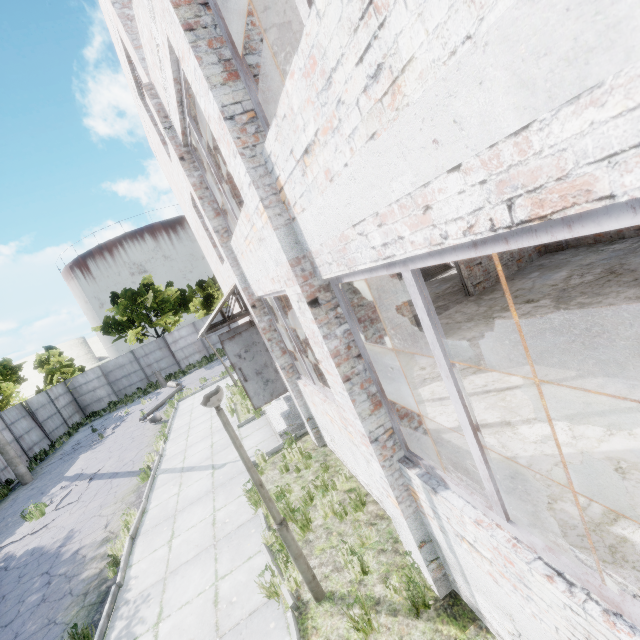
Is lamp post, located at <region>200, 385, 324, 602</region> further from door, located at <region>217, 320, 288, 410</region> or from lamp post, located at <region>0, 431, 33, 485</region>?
lamp post, located at <region>0, 431, 33, 485</region>

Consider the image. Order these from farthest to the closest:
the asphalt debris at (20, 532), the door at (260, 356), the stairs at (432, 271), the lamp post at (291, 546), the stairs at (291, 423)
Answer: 1. the stairs at (432, 271)
2. the asphalt debris at (20, 532)
3. the stairs at (291, 423)
4. the door at (260, 356)
5. the lamp post at (291, 546)

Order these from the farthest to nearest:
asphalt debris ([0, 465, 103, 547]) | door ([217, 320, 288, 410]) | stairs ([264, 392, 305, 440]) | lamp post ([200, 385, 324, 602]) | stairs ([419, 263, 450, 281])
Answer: stairs ([419, 263, 450, 281]) → asphalt debris ([0, 465, 103, 547]) → stairs ([264, 392, 305, 440]) → door ([217, 320, 288, 410]) → lamp post ([200, 385, 324, 602])

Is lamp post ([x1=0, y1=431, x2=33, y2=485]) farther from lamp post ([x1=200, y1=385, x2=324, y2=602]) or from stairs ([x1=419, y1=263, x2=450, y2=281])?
lamp post ([x1=200, y1=385, x2=324, y2=602])

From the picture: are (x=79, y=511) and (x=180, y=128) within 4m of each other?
no

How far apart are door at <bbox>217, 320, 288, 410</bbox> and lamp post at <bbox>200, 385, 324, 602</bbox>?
4.7m

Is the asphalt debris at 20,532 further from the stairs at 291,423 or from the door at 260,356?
the door at 260,356

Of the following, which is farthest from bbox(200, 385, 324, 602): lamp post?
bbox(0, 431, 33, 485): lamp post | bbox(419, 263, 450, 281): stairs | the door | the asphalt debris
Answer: bbox(0, 431, 33, 485): lamp post
